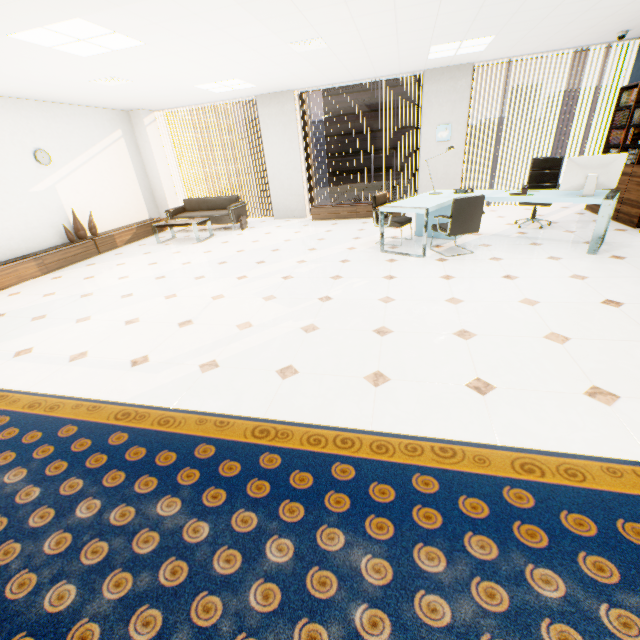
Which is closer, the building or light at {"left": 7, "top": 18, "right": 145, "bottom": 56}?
light at {"left": 7, "top": 18, "right": 145, "bottom": 56}

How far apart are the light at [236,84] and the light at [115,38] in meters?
2.5 m

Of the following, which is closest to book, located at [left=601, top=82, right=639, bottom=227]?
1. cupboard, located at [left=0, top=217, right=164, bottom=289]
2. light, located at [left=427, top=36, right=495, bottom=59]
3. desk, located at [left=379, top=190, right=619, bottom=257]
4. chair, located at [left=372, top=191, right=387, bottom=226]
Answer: desk, located at [left=379, top=190, right=619, bottom=257]

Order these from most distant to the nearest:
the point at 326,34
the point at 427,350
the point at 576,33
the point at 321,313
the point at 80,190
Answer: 1. the point at 80,190
2. the point at 576,33
3. the point at 326,34
4. the point at 321,313
5. the point at 427,350

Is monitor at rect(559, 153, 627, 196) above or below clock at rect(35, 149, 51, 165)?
below

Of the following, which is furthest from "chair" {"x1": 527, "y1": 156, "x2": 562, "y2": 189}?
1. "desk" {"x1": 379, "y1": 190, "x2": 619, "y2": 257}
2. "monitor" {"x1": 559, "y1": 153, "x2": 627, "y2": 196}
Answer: "monitor" {"x1": 559, "y1": 153, "x2": 627, "y2": 196}

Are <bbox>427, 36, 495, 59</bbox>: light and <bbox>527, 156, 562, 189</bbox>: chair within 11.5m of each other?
yes

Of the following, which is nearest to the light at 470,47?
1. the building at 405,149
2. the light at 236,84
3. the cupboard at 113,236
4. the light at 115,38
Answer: the light at 236,84
